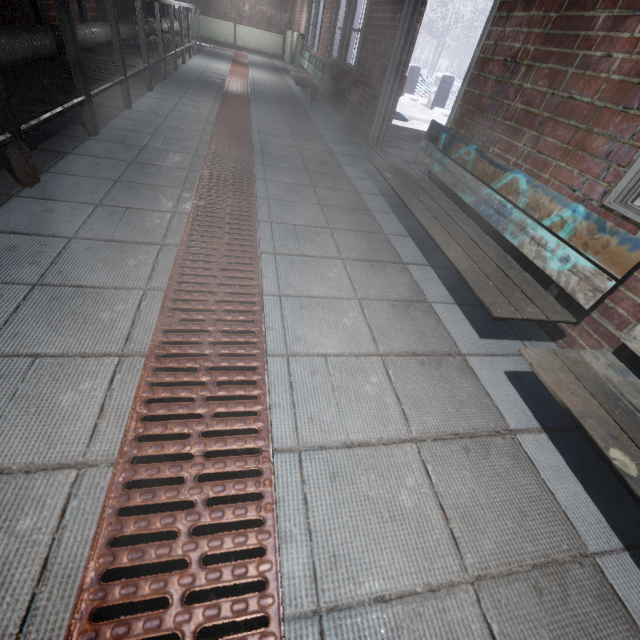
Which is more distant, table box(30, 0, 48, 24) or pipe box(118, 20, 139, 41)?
pipe box(118, 20, 139, 41)

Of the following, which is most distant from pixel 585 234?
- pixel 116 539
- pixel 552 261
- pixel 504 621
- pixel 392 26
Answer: pixel 392 26

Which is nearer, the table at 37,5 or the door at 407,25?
the table at 37,5

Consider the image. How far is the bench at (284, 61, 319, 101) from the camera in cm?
543

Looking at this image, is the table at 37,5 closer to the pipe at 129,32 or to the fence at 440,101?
the pipe at 129,32

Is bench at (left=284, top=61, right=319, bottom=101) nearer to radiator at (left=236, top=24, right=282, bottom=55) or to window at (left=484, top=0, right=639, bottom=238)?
window at (left=484, top=0, right=639, bottom=238)

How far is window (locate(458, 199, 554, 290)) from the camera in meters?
1.6 m

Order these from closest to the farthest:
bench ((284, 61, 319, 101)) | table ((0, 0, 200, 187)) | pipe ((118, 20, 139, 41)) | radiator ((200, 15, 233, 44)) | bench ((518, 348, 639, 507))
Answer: bench ((518, 348, 639, 507)) → table ((0, 0, 200, 187)) → pipe ((118, 20, 139, 41)) → bench ((284, 61, 319, 101)) → radiator ((200, 15, 233, 44))
